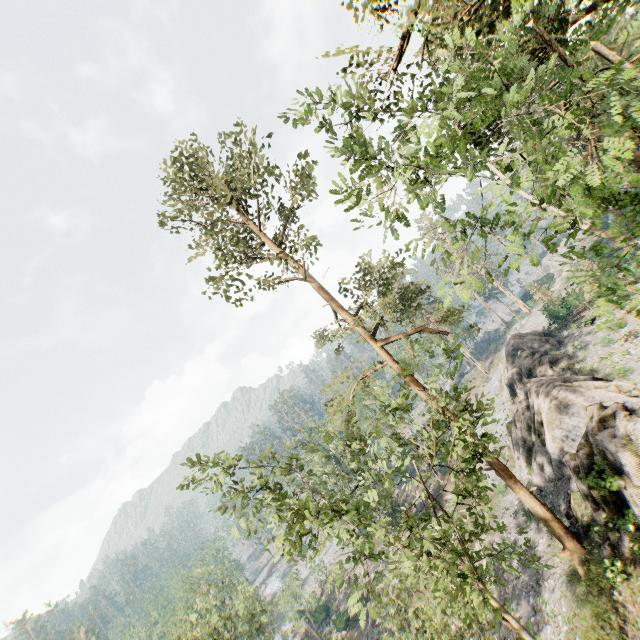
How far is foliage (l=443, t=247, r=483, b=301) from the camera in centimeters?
740cm

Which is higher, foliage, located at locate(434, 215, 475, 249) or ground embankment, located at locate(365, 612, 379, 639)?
foliage, located at locate(434, 215, 475, 249)

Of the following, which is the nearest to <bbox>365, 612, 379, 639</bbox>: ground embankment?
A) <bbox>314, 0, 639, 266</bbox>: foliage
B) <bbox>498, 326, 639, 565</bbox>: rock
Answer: <bbox>314, 0, 639, 266</bbox>: foliage

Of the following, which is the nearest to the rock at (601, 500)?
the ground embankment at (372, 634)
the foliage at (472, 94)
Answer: the foliage at (472, 94)

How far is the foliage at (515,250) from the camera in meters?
5.7 m

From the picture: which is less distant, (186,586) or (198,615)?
(186,586)

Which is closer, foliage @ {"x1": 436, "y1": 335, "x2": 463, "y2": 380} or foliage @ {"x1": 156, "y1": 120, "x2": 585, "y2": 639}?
foliage @ {"x1": 156, "y1": 120, "x2": 585, "y2": 639}
